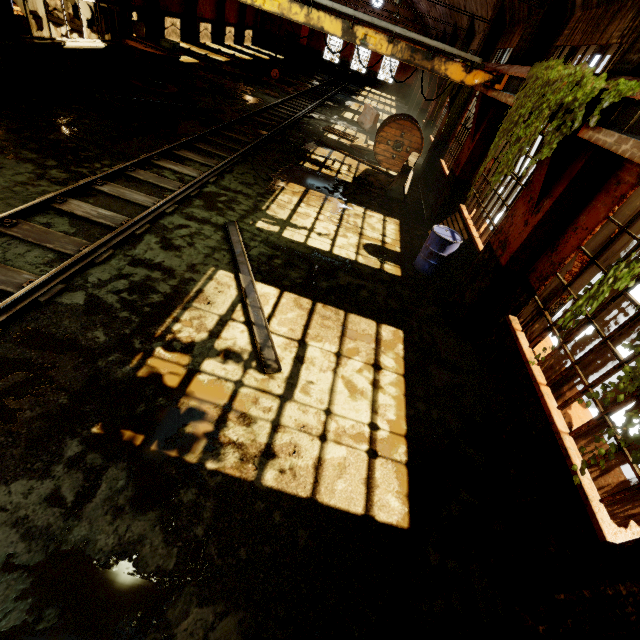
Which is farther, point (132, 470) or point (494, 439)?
point (494, 439)

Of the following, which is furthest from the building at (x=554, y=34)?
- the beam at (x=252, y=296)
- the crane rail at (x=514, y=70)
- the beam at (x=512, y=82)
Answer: the beam at (x=252, y=296)

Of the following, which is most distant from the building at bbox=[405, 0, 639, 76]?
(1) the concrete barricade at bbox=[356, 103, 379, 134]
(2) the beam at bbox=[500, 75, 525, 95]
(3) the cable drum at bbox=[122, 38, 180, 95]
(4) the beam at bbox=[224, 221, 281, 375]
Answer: (3) the cable drum at bbox=[122, 38, 180, 95]

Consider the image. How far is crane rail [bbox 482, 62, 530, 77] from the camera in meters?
6.2 m

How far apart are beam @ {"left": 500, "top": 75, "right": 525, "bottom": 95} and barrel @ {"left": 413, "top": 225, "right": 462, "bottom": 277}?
2.61m

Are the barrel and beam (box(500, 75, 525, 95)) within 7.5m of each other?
yes

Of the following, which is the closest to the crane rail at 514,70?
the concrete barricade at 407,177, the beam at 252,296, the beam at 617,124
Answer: the beam at 617,124

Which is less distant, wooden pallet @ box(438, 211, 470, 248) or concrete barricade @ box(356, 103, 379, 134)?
wooden pallet @ box(438, 211, 470, 248)
